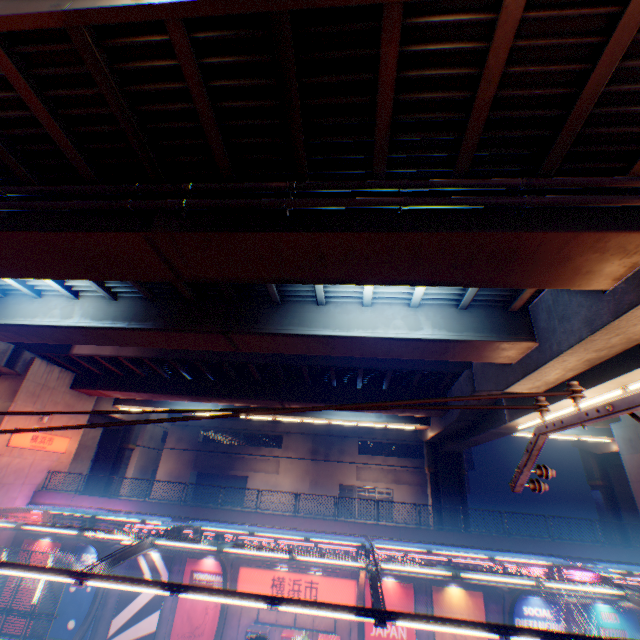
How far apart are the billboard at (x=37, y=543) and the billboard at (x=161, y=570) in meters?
4.5 m

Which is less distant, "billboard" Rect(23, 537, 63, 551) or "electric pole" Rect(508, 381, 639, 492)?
"electric pole" Rect(508, 381, 639, 492)

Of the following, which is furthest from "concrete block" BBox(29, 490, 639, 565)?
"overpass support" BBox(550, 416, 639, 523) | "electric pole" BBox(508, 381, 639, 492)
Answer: "electric pole" BBox(508, 381, 639, 492)

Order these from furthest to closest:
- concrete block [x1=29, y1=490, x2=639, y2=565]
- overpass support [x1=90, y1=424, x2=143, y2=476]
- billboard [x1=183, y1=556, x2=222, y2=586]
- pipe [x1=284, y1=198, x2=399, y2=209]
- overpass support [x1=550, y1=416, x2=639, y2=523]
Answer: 1. overpass support [x1=90, y1=424, x2=143, y2=476]
2. overpass support [x1=550, y1=416, x2=639, y2=523]
3. billboard [x1=183, y1=556, x2=222, y2=586]
4. concrete block [x1=29, y1=490, x2=639, y2=565]
5. pipe [x1=284, y1=198, x2=399, y2=209]

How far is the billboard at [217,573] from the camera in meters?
18.3

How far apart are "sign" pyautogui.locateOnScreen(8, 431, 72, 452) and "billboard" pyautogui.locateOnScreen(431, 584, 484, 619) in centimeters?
2588cm

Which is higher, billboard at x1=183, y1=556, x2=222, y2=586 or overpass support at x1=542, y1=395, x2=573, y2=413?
overpass support at x1=542, y1=395, x2=573, y2=413

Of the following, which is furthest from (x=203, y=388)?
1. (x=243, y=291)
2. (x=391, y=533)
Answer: → (x=391, y=533)
